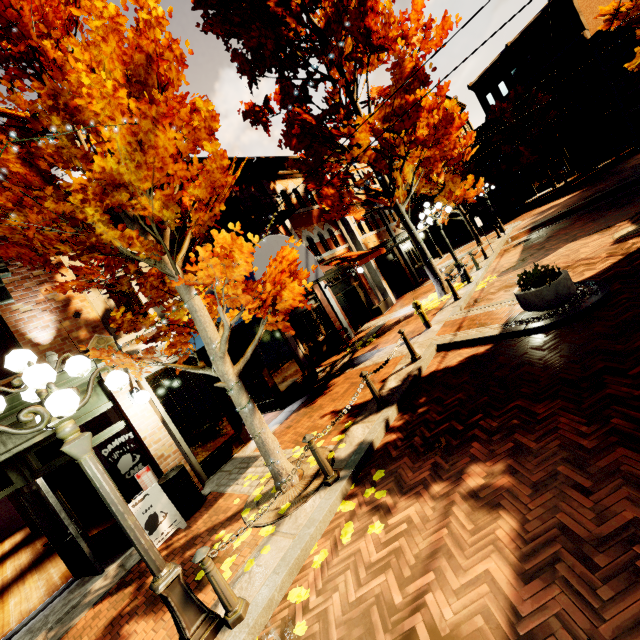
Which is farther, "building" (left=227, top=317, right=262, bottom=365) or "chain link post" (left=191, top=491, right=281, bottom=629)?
"building" (left=227, top=317, right=262, bottom=365)

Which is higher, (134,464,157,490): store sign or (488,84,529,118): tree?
(488,84,529,118): tree

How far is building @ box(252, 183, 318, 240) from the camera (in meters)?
12.99

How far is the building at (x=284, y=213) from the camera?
12.99m

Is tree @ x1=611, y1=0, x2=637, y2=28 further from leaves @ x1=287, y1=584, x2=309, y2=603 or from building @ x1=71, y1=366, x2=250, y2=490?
leaves @ x1=287, y1=584, x2=309, y2=603

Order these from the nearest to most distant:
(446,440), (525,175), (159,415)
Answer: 1. (446,440)
2. (159,415)
3. (525,175)

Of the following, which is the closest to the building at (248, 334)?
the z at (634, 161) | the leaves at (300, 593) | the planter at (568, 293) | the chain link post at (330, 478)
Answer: the z at (634, 161)

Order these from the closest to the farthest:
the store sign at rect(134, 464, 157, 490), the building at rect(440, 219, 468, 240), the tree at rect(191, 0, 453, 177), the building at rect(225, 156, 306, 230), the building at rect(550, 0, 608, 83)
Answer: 1. the store sign at rect(134, 464, 157, 490)
2. the tree at rect(191, 0, 453, 177)
3. the building at rect(225, 156, 306, 230)
4. the building at rect(550, 0, 608, 83)
5. the building at rect(440, 219, 468, 240)
